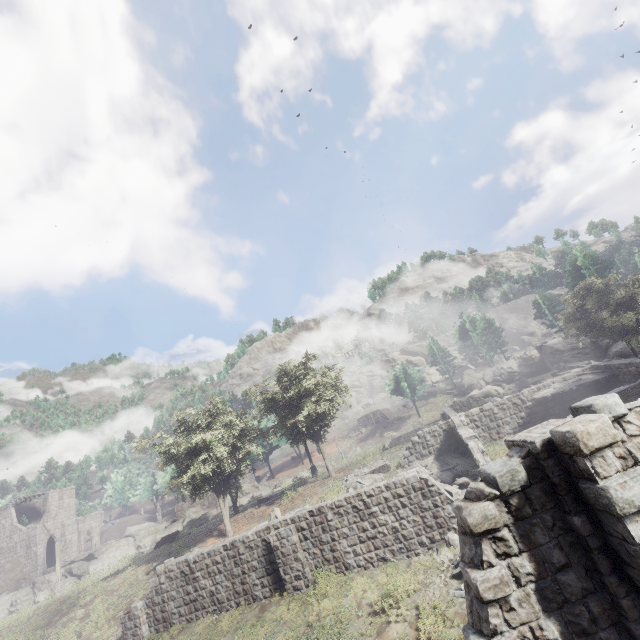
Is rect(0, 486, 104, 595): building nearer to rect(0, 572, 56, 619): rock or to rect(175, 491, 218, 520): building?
rect(0, 572, 56, 619): rock

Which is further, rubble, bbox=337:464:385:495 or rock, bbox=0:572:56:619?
rock, bbox=0:572:56:619

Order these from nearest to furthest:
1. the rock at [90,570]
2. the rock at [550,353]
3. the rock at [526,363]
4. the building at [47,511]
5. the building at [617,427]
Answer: the building at [617,427] → the rock at [90,570] → the rock at [550,353] → the building at [47,511] → the rock at [526,363]

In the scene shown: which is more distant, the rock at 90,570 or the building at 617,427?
the rock at 90,570

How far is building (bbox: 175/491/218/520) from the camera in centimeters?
4538cm

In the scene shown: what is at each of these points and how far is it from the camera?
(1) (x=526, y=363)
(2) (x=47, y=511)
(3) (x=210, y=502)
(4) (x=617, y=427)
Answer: (1) rock, 46.3 meters
(2) building, 45.8 meters
(3) building, 46.1 meters
(4) building, 6.6 meters

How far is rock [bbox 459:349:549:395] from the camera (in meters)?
44.88

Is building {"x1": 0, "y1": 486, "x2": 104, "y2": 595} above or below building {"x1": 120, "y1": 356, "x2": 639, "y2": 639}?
above
